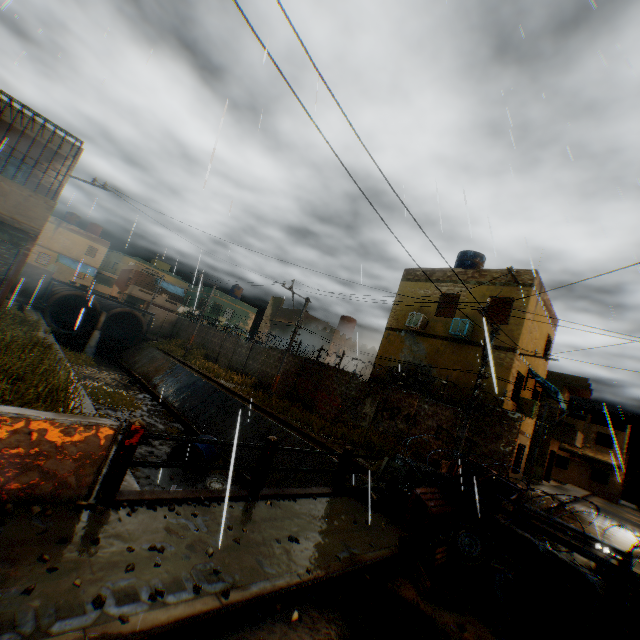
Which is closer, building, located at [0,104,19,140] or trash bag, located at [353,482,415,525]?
trash bag, located at [353,482,415,525]

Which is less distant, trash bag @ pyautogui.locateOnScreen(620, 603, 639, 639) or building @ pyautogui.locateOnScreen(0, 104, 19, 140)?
trash bag @ pyautogui.locateOnScreen(620, 603, 639, 639)

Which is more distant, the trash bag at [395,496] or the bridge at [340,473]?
the trash bag at [395,496]

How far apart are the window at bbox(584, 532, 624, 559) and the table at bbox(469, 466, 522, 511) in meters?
0.1

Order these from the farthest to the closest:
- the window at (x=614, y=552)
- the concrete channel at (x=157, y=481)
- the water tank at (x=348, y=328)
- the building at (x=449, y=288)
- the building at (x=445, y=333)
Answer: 1. the water tank at (x=348, y=328)
2. the building at (x=449, y=288)
3. the building at (x=445, y=333)
4. the concrete channel at (x=157, y=481)
5. the window at (x=614, y=552)

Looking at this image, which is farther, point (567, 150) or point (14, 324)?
point (14, 324)

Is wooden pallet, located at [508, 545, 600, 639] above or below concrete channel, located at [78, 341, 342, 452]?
above

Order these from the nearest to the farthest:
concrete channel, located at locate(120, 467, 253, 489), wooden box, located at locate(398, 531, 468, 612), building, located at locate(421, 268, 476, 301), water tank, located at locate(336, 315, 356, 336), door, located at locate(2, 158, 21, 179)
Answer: wooden box, located at locate(398, 531, 468, 612), concrete channel, located at locate(120, 467, 253, 489), door, located at locate(2, 158, 21, 179), building, located at locate(421, 268, 476, 301), water tank, located at locate(336, 315, 356, 336)
